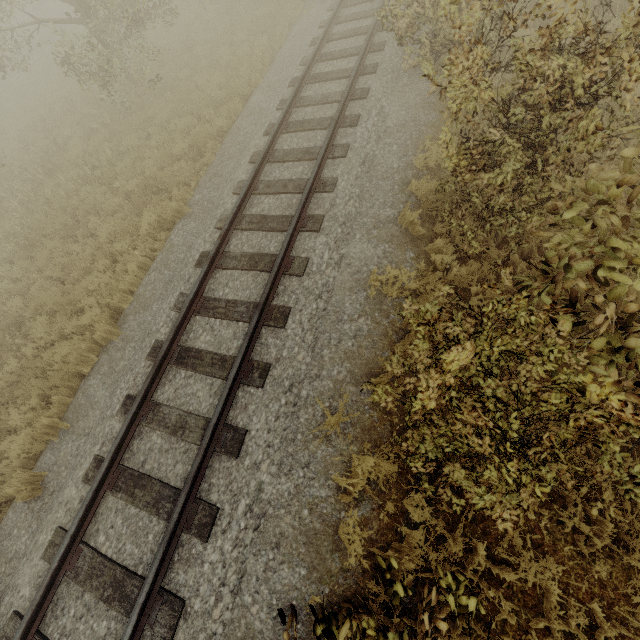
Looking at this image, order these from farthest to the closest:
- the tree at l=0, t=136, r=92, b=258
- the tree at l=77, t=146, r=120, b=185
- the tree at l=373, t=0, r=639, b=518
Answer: the tree at l=77, t=146, r=120, b=185 → the tree at l=0, t=136, r=92, b=258 → the tree at l=373, t=0, r=639, b=518

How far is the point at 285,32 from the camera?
11.5m

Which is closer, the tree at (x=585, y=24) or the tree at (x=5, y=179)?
the tree at (x=585, y=24)

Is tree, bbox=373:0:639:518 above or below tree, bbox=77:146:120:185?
above

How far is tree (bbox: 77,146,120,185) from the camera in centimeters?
1016cm

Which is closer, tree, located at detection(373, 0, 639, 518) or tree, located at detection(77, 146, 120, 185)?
tree, located at detection(373, 0, 639, 518)

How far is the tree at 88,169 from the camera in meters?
10.2 m
